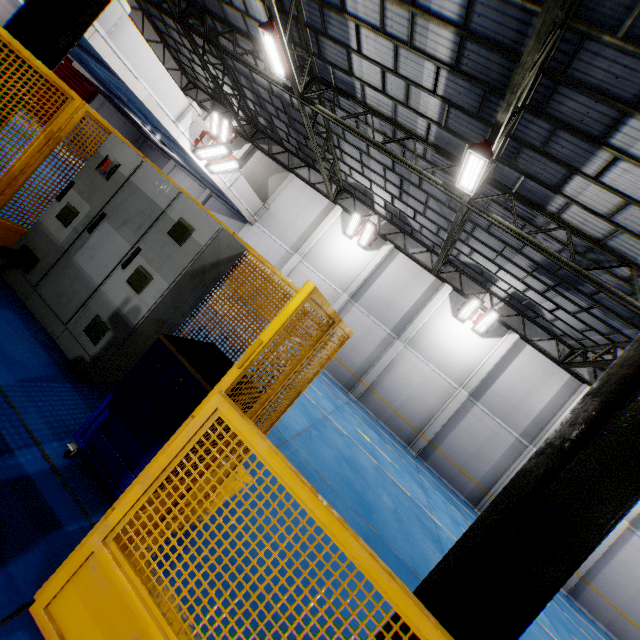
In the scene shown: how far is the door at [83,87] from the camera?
18.2m

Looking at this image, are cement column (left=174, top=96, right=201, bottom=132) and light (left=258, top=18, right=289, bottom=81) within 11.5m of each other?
yes

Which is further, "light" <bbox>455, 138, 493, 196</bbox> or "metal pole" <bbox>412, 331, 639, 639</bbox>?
"light" <bbox>455, 138, 493, 196</bbox>

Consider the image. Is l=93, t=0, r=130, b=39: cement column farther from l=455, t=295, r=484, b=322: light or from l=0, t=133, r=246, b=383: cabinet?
l=455, t=295, r=484, b=322: light

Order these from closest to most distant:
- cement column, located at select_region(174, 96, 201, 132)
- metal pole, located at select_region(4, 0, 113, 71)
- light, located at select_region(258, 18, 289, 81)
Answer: metal pole, located at select_region(4, 0, 113, 71) < light, located at select_region(258, 18, 289, 81) < cement column, located at select_region(174, 96, 201, 132)

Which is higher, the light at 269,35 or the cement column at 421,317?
the light at 269,35

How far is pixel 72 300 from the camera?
3.6 meters

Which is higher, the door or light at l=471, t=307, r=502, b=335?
light at l=471, t=307, r=502, b=335
